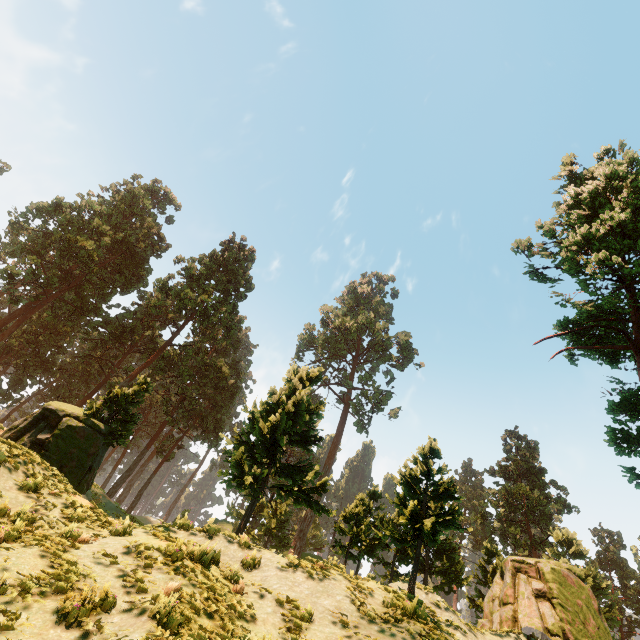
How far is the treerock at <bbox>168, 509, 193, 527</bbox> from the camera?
11.3 meters

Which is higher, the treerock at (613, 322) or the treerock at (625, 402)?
the treerock at (613, 322)

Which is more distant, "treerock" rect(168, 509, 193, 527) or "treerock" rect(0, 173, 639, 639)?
"treerock" rect(0, 173, 639, 639)

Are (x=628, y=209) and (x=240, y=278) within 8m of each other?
no

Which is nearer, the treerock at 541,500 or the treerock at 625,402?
the treerock at 625,402

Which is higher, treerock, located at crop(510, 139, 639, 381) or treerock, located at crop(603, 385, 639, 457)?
treerock, located at crop(510, 139, 639, 381)
